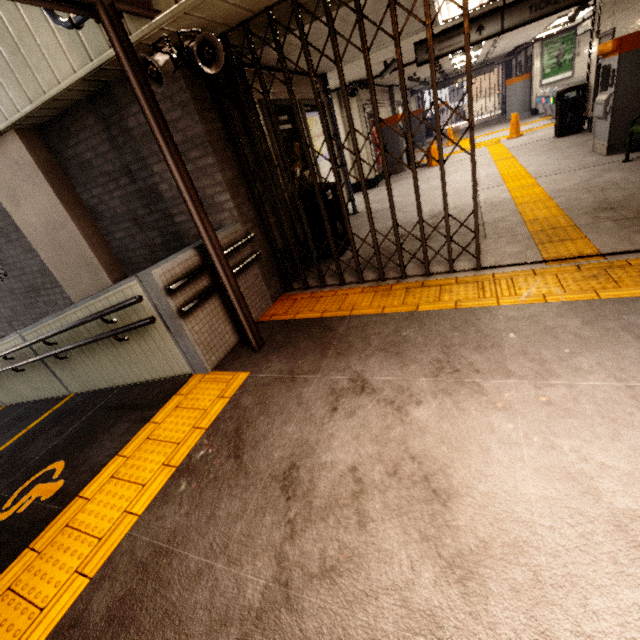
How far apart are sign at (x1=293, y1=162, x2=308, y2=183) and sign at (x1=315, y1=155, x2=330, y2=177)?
0.2 meters

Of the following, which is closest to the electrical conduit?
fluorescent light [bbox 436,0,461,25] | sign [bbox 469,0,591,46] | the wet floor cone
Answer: fluorescent light [bbox 436,0,461,25]

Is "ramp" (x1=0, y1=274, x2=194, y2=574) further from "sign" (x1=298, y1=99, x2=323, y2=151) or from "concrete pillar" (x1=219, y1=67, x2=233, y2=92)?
"sign" (x1=298, y1=99, x2=323, y2=151)

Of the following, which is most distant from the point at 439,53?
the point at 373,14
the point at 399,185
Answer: the point at 399,185

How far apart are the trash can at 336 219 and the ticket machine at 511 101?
16.3m

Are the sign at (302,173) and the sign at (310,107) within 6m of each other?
yes

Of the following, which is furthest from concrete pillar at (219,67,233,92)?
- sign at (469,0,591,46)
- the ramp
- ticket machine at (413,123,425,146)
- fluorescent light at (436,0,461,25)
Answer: ticket machine at (413,123,425,146)

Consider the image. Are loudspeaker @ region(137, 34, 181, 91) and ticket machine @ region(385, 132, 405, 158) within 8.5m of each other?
no
